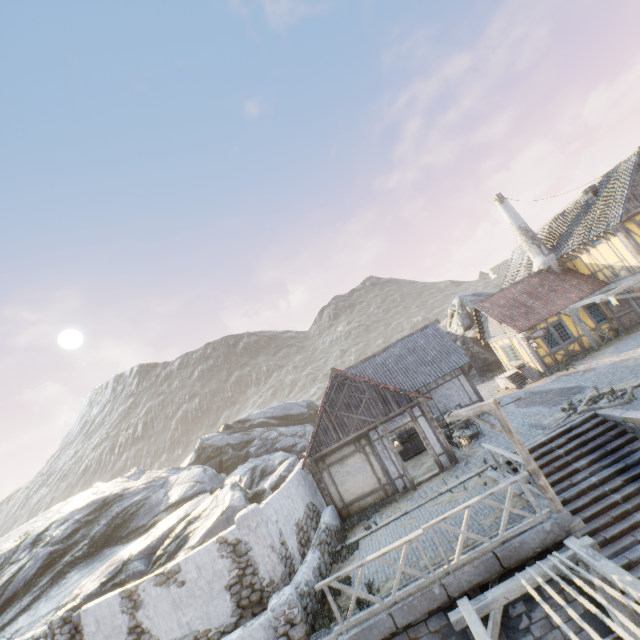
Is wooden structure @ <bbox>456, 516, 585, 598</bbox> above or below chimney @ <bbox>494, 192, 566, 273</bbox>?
below

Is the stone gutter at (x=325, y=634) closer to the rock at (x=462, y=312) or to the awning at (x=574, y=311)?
the rock at (x=462, y=312)

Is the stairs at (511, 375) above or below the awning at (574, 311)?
below

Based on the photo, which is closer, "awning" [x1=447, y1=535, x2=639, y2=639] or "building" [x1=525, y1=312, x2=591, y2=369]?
"awning" [x1=447, y1=535, x2=639, y2=639]

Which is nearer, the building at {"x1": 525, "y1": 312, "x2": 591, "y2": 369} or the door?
the door

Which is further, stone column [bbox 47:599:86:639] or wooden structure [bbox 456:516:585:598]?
stone column [bbox 47:599:86:639]

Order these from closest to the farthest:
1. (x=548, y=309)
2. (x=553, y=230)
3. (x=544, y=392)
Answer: (x=544, y=392), (x=548, y=309), (x=553, y=230)

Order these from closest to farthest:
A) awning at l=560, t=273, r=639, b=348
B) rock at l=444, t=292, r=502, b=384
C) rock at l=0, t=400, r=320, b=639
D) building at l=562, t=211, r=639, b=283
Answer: rock at l=0, t=400, r=320, b=639
awning at l=560, t=273, r=639, b=348
building at l=562, t=211, r=639, b=283
rock at l=444, t=292, r=502, b=384
